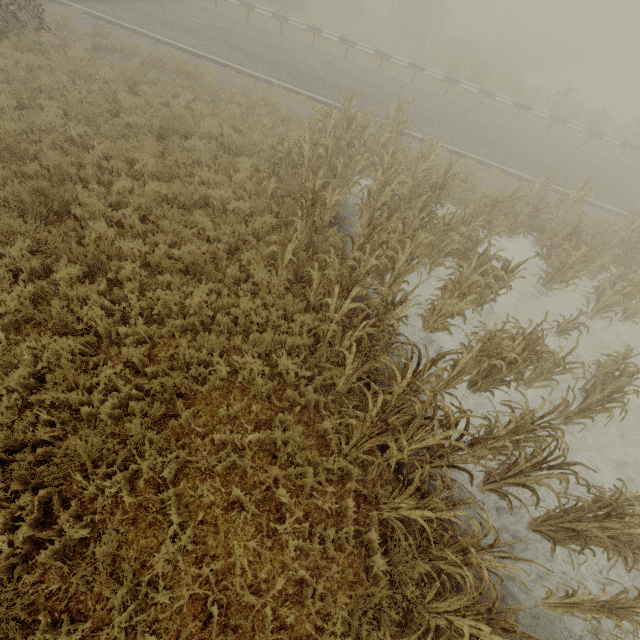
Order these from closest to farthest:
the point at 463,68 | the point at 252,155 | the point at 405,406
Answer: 1. the point at 405,406
2. the point at 252,155
3. the point at 463,68

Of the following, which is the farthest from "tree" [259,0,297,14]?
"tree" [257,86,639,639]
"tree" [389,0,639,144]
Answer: "tree" [389,0,639,144]

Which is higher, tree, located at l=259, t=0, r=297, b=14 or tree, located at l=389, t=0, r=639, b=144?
→ tree, located at l=389, t=0, r=639, b=144

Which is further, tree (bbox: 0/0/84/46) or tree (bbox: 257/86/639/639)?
tree (bbox: 0/0/84/46)

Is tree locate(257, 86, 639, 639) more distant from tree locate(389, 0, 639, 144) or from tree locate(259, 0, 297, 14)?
tree locate(389, 0, 639, 144)

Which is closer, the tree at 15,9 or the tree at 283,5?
the tree at 15,9

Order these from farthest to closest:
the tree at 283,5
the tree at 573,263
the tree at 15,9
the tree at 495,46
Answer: the tree at 283,5 < the tree at 495,46 < the tree at 15,9 < the tree at 573,263
